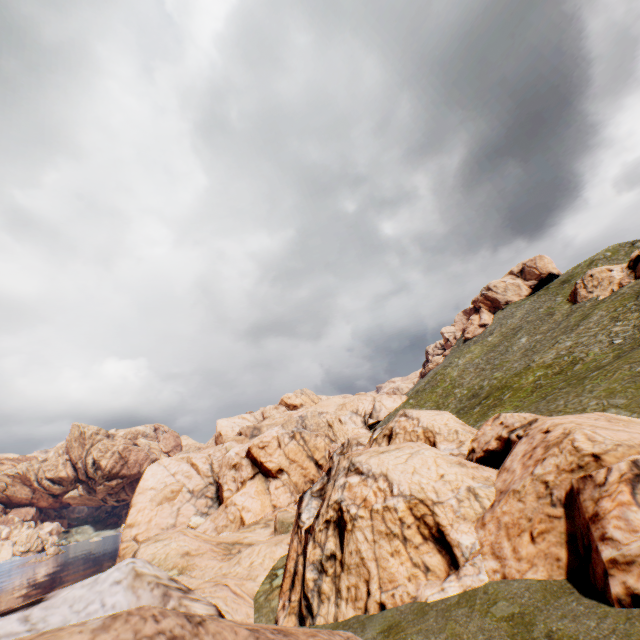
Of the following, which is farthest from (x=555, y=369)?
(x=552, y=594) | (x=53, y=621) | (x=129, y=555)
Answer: (x=129, y=555)
